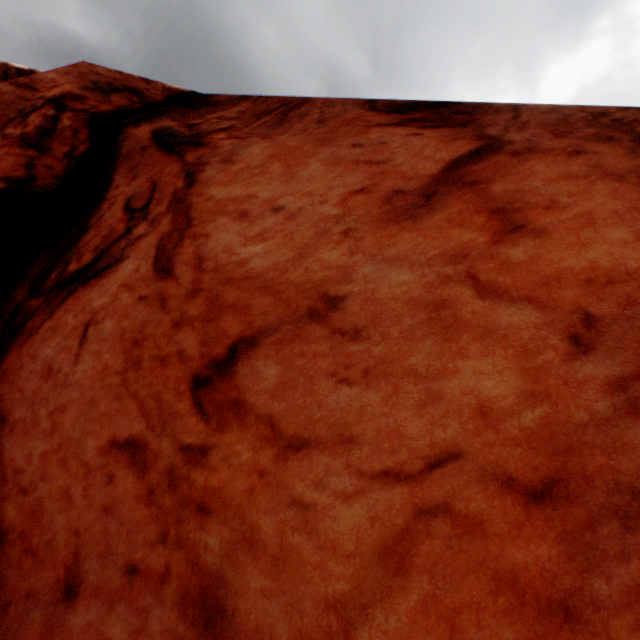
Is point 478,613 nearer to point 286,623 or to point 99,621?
point 286,623
